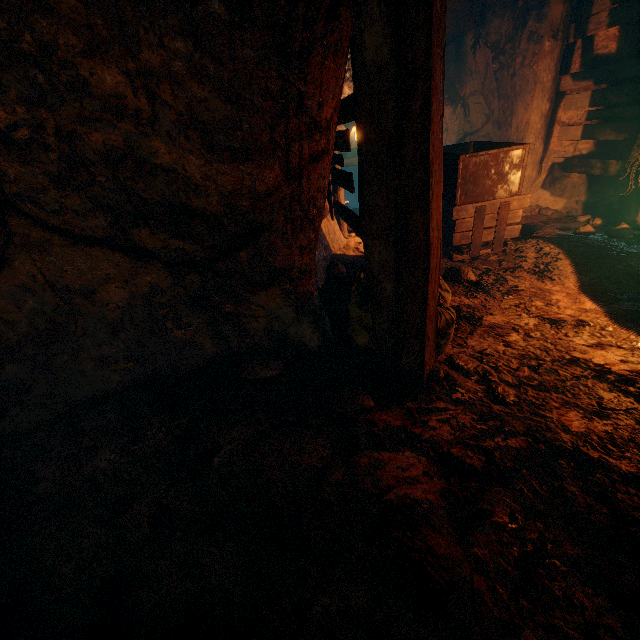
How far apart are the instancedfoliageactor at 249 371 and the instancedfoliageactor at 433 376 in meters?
1.4

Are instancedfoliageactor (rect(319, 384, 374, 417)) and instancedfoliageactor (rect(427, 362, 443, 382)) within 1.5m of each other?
yes

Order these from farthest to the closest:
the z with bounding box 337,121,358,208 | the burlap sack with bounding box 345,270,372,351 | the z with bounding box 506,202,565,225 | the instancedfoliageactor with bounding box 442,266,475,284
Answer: the z with bounding box 337,121,358,208
the z with bounding box 506,202,565,225
the instancedfoliageactor with bounding box 442,266,475,284
the burlap sack with bounding box 345,270,372,351

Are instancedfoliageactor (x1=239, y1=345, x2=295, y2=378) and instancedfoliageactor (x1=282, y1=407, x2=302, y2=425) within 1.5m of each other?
yes

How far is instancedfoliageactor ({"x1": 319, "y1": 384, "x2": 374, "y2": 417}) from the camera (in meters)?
2.59

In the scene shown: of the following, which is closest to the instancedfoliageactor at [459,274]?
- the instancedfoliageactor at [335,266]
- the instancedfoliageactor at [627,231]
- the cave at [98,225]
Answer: the cave at [98,225]

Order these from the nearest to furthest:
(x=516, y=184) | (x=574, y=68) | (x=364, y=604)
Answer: (x=364, y=604) < (x=516, y=184) < (x=574, y=68)

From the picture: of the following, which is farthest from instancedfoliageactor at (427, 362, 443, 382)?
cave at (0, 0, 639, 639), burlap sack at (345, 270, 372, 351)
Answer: burlap sack at (345, 270, 372, 351)
